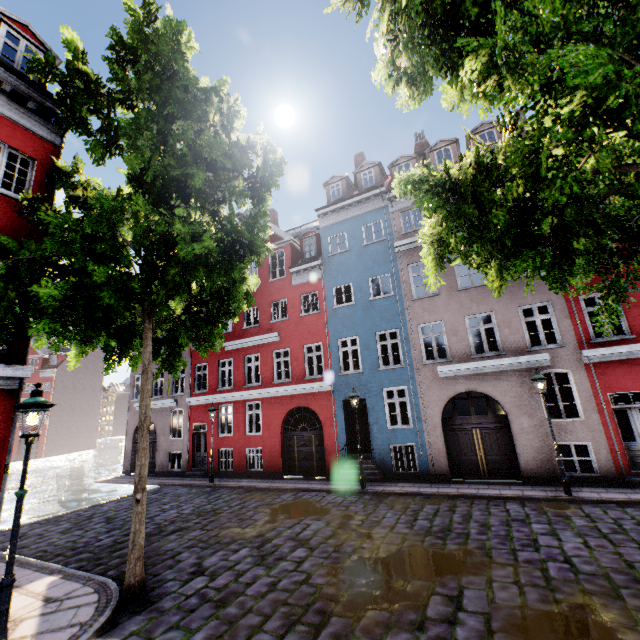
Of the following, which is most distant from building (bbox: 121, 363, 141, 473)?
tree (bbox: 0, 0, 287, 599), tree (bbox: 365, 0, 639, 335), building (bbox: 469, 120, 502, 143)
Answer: building (bbox: 469, 120, 502, 143)

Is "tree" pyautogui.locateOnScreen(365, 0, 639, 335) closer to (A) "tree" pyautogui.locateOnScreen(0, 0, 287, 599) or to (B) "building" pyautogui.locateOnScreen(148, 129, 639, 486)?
(B) "building" pyautogui.locateOnScreen(148, 129, 639, 486)

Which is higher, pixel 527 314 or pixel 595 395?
pixel 527 314

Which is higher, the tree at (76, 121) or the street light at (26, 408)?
the tree at (76, 121)

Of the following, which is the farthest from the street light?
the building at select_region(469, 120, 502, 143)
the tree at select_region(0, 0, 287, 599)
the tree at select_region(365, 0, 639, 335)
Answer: the building at select_region(469, 120, 502, 143)

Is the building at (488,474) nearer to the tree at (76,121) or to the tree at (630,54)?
the tree at (630,54)

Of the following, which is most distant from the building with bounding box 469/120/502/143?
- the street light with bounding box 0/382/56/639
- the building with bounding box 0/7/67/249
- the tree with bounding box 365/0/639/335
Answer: the building with bounding box 0/7/67/249
